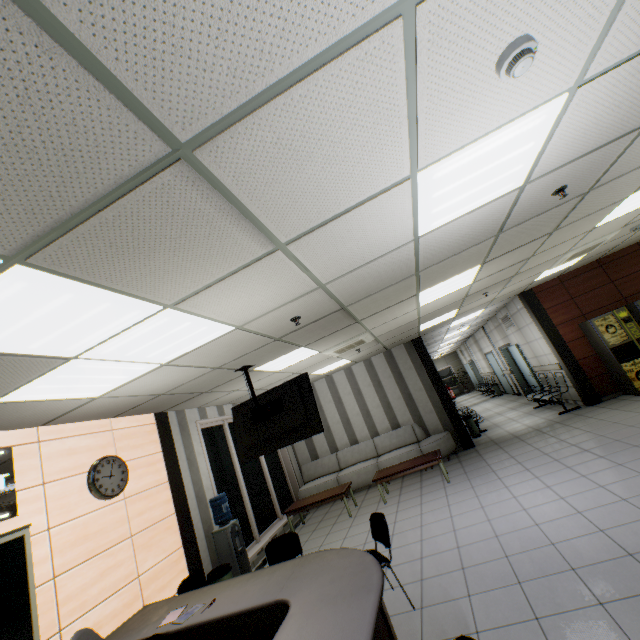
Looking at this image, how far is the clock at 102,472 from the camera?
4.2m

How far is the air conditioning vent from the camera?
6.1m

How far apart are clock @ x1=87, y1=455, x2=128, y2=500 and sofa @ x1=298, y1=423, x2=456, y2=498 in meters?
5.3

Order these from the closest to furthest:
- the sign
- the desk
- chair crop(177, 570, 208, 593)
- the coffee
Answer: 1. the desk
2. the sign
3. chair crop(177, 570, 208, 593)
4. the coffee

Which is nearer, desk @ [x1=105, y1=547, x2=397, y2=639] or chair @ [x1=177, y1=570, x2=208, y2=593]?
desk @ [x1=105, y1=547, x2=397, y2=639]

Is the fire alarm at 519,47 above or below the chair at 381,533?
above

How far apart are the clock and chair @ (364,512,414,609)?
3.29m

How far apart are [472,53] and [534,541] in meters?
4.7 m
